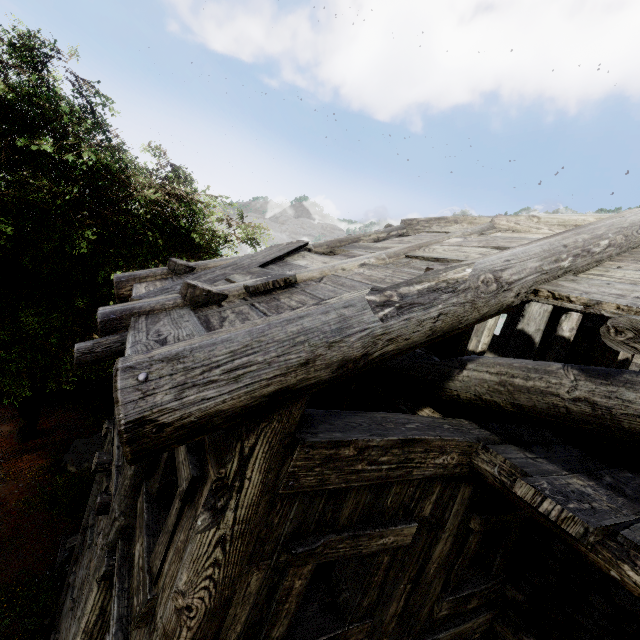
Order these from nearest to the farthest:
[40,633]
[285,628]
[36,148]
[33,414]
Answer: [285,628]
[36,148]
[40,633]
[33,414]
